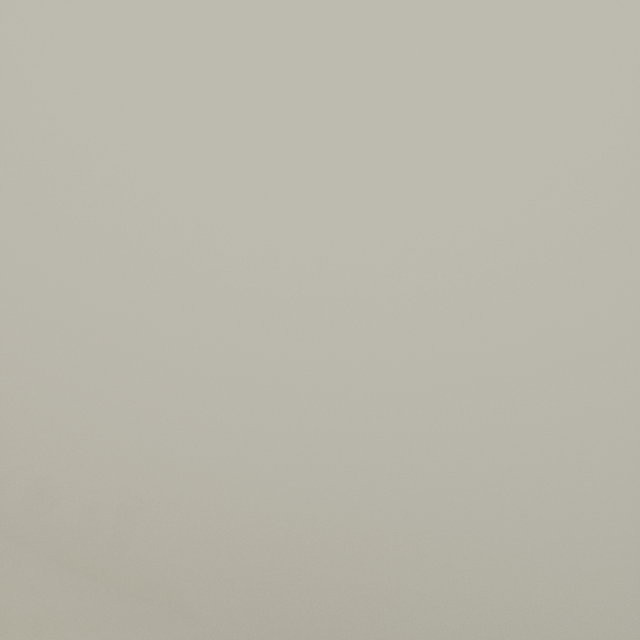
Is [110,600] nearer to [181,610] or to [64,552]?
[64,552]
